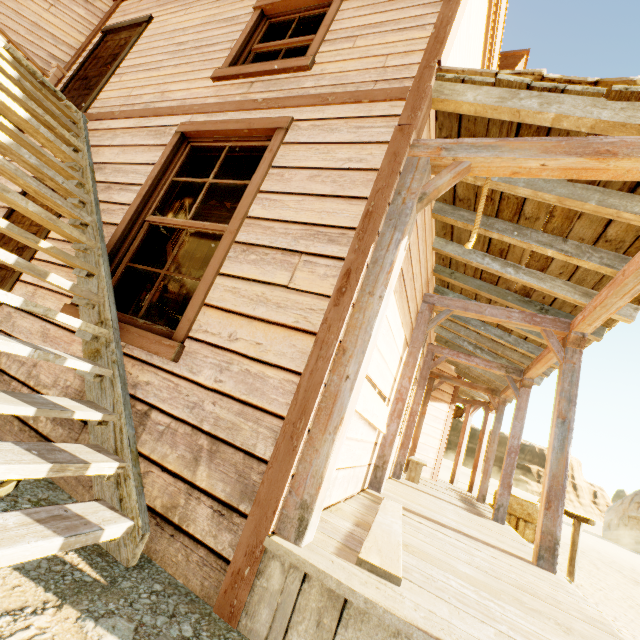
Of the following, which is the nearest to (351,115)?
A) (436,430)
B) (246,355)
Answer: (246,355)

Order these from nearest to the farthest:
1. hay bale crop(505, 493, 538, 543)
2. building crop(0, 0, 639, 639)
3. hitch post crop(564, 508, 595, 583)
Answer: building crop(0, 0, 639, 639) < hitch post crop(564, 508, 595, 583) < hay bale crop(505, 493, 538, 543)

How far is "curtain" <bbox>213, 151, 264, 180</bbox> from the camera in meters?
3.2 m

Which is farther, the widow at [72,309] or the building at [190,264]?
the building at [190,264]

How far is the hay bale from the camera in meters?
7.6

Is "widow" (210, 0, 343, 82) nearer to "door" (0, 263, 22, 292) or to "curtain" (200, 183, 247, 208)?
"curtain" (200, 183, 247, 208)

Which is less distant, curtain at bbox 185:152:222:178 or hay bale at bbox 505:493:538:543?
curtain at bbox 185:152:222:178

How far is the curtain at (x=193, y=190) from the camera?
3.4m
